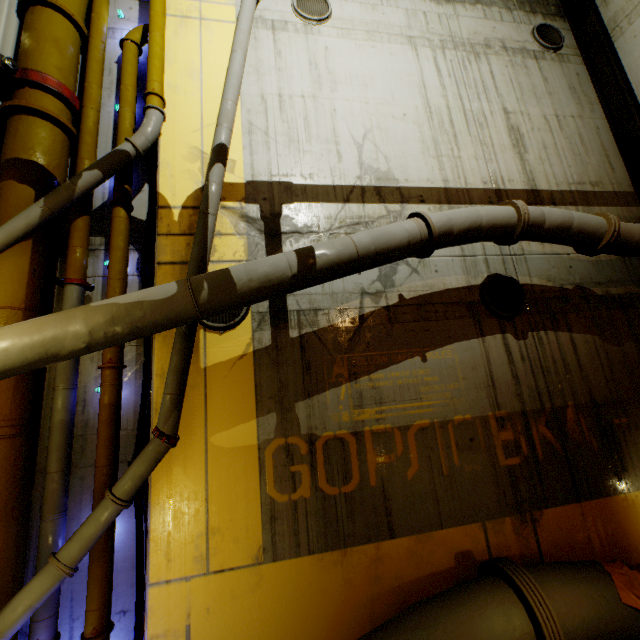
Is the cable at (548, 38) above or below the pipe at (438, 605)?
above

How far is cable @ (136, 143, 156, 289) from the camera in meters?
5.0 m

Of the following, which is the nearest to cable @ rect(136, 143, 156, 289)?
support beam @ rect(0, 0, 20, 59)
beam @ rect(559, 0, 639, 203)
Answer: support beam @ rect(0, 0, 20, 59)

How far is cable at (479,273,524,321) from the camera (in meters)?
5.38

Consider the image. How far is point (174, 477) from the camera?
4.0m

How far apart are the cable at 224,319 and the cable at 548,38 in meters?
9.0

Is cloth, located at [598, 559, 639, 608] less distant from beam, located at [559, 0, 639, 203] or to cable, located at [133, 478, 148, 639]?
beam, located at [559, 0, 639, 203]

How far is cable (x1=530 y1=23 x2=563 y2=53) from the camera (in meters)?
7.48
